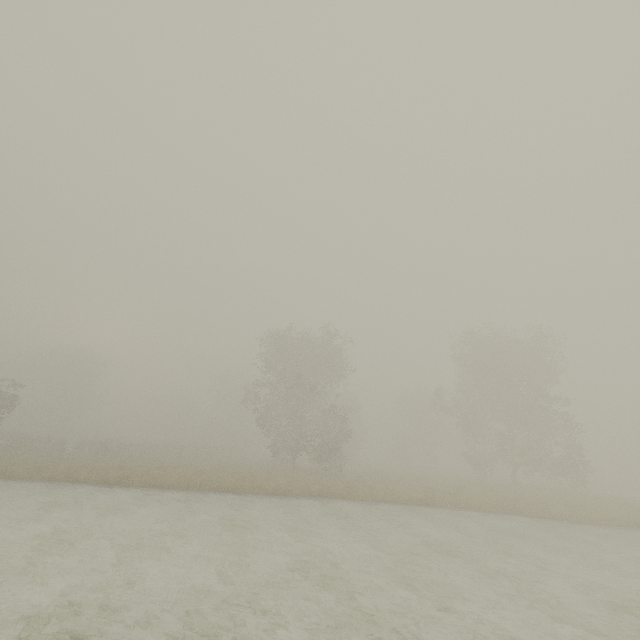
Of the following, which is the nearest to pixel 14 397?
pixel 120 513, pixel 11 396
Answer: pixel 11 396
